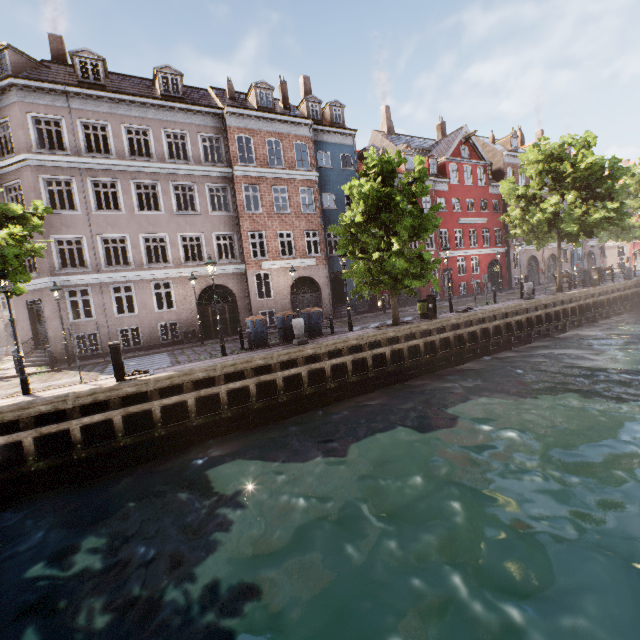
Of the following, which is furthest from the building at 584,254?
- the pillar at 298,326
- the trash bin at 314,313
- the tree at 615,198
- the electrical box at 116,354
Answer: the electrical box at 116,354

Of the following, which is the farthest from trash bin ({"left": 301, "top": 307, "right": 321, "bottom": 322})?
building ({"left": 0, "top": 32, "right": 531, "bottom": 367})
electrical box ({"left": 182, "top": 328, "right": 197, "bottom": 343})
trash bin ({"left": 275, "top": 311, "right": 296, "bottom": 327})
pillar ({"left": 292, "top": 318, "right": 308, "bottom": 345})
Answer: electrical box ({"left": 182, "top": 328, "right": 197, "bottom": 343})

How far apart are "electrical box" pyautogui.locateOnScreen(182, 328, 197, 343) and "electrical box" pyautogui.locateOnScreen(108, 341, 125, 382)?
9.01m

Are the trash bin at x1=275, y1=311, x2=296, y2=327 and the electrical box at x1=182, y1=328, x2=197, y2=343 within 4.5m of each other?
no

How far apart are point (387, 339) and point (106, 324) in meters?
15.0 m

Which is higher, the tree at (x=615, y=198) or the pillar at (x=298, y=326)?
the tree at (x=615, y=198)

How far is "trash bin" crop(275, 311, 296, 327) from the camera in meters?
14.4

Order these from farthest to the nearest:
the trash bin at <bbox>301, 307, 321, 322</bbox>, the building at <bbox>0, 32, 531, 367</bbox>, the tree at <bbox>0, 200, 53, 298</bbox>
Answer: the building at <bbox>0, 32, 531, 367</bbox> → the trash bin at <bbox>301, 307, 321, 322</bbox> → the tree at <bbox>0, 200, 53, 298</bbox>
